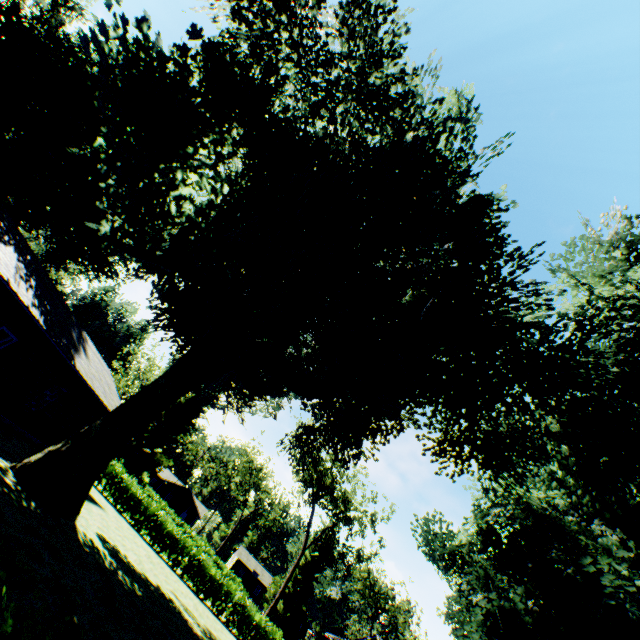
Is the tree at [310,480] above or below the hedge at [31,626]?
above

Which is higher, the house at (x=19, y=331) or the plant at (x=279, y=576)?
the plant at (x=279, y=576)

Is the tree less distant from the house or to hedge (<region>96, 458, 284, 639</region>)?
hedge (<region>96, 458, 284, 639</region>)

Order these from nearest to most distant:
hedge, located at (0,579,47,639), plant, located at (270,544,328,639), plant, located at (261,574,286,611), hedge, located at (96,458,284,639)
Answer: hedge, located at (0,579,47,639), hedge, located at (96,458,284,639), plant, located at (270,544,328,639), plant, located at (261,574,286,611)

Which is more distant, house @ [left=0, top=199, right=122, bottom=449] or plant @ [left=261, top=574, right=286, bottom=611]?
plant @ [left=261, top=574, right=286, bottom=611]

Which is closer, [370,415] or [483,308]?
[483,308]

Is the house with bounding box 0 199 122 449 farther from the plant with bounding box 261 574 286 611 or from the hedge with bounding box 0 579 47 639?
the hedge with bounding box 0 579 47 639

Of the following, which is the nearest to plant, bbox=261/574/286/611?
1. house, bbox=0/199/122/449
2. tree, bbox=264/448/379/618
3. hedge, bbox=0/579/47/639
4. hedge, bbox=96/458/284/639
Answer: hedge, bbox=0/579/47/639
